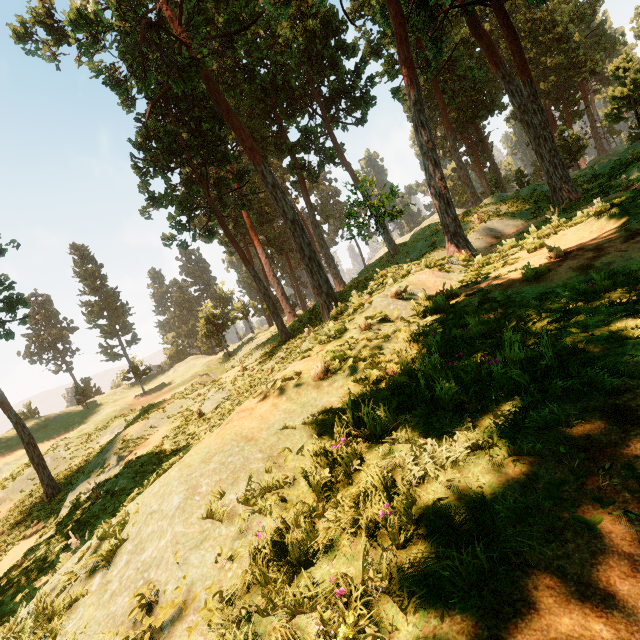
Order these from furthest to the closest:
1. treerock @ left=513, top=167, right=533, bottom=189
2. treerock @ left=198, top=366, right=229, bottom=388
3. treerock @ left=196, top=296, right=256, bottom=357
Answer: treerock @ left=196, top=296, right=256, bottom=357 < treerock @ left=513, top=167, right=533, bottom=189 < treerock @ left=198, top=366, right=229, bottom=388

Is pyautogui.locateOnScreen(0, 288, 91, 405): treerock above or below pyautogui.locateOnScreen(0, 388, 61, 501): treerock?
above

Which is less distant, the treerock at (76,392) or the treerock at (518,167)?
the treerock at (76,392)

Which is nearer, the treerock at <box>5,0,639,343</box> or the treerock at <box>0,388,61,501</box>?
the treerock at <box>5,0,639,343</box>

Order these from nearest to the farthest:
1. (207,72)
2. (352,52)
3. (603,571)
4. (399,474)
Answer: (603,571) < (399,474) < (207,72) < (352,52)
